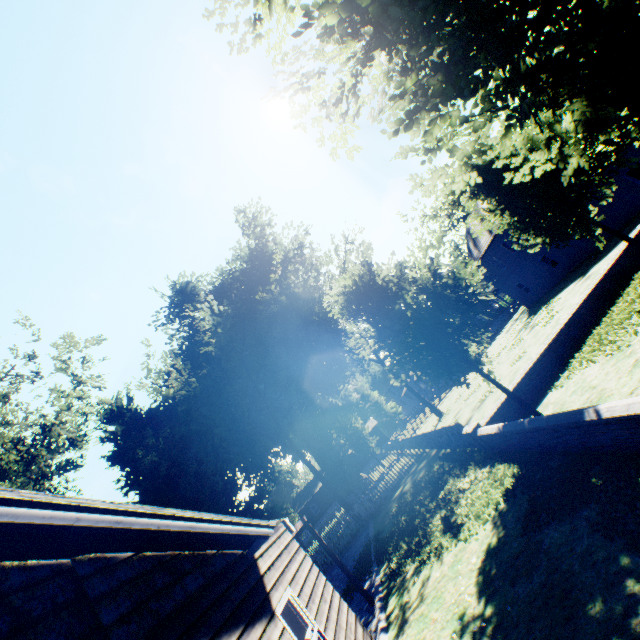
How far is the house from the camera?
54.47m

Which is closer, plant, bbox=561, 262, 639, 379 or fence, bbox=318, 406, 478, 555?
plant, bbox=561, 262, 639, 379

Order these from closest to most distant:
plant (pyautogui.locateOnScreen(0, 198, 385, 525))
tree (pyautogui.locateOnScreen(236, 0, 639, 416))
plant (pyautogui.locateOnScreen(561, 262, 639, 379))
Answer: tree (pyautogui.locateOnScreen(236, 0, 639, 416))
plant (pyautogui.locateOnScreen(561, 262, 639, 379))
plant (pyautogui.locateOnScreen(0, 198, 385, 525))

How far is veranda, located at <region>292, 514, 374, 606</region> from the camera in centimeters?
981cm

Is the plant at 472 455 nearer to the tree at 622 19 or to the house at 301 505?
the house at 301 505

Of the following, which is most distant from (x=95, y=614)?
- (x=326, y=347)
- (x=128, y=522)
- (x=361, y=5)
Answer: (x=326, y=347)

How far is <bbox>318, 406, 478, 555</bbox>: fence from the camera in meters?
14.4 m

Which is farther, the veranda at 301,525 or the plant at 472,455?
the veranda at 301,525
